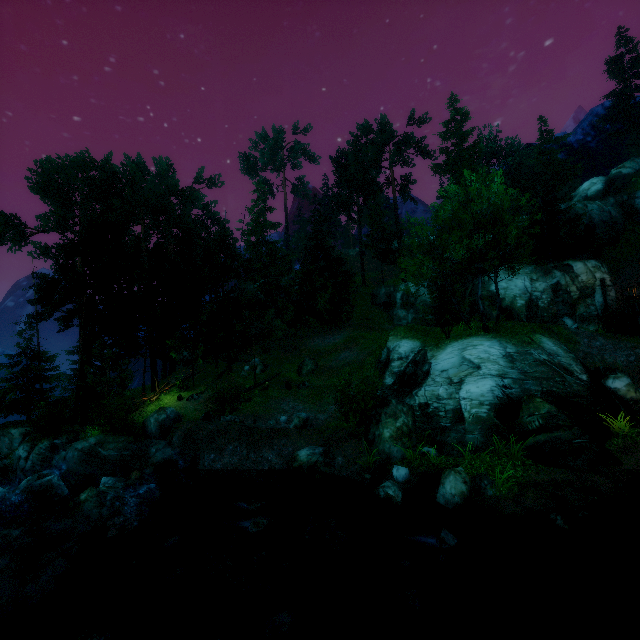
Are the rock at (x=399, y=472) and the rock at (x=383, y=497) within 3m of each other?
yes

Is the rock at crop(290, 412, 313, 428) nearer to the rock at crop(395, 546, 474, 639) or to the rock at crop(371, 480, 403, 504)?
the rock at crop(371, 480, 403, 504)

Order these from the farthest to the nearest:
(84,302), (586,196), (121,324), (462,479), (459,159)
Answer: (586,196), (459,159), (121,324), (84,302), (462,479)

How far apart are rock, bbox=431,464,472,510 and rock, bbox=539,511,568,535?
1.5 meters

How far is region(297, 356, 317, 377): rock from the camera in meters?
27.0

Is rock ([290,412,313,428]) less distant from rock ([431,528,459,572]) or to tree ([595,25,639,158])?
tree ([595,25,639,158])

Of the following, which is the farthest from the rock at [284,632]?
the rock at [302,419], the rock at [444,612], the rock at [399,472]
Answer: the rock at [302,419]

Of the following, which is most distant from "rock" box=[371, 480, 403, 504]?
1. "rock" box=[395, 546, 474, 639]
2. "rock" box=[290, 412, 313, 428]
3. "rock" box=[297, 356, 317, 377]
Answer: "rock" box=[297, 356, 317, 377]
